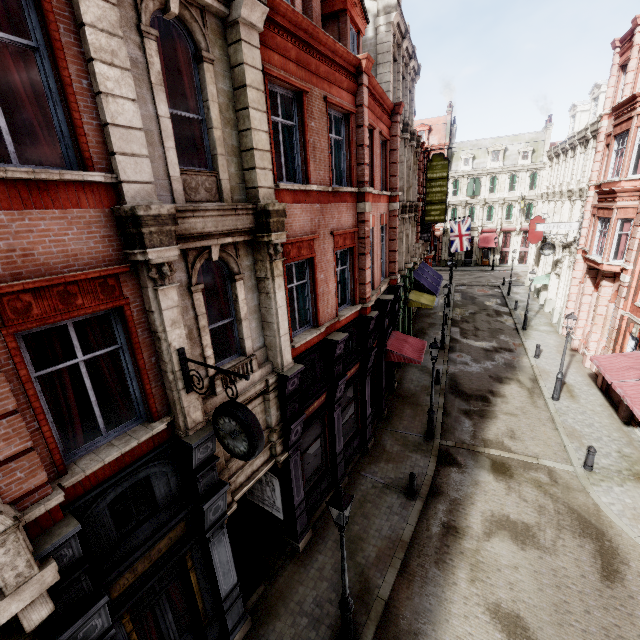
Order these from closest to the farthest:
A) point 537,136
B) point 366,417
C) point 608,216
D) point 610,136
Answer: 1. point 366,417
2. point 608,216
3. point 610,136
4. point 537,136

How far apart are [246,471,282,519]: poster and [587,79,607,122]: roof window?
31.8m

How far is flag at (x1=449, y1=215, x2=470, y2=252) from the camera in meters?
30.2

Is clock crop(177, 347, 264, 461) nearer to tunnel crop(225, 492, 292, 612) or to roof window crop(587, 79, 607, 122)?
tunnel crop(225, 492, 292, 612)

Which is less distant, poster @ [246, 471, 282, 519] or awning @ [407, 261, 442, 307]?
poster @ [246, 471, 282, 519]

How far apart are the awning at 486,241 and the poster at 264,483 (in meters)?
48.13

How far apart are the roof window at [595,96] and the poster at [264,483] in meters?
31.8 m

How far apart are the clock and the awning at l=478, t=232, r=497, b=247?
50.7m
